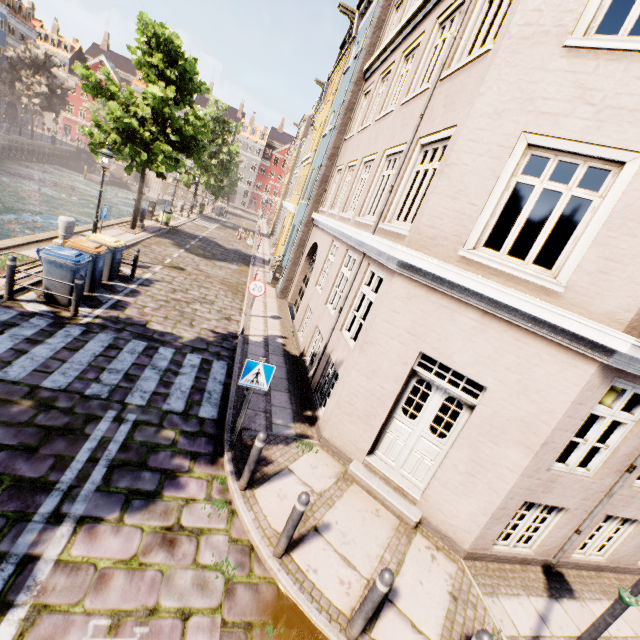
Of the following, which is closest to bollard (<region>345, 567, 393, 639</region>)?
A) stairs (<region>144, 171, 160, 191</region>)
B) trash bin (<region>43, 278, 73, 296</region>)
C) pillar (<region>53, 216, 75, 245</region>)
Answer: trash bin (<region>43, 278, 73, 296</region>)

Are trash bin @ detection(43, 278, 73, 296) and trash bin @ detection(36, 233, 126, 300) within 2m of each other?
yes

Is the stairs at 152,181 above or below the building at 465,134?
below

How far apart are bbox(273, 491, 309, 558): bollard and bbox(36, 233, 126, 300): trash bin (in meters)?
8.93

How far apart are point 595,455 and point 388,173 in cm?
719

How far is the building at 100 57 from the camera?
57.6 meters

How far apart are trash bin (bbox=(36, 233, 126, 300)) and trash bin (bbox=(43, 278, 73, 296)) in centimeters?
34cm

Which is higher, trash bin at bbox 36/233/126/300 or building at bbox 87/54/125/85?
building at bbox 87/54/125/85
